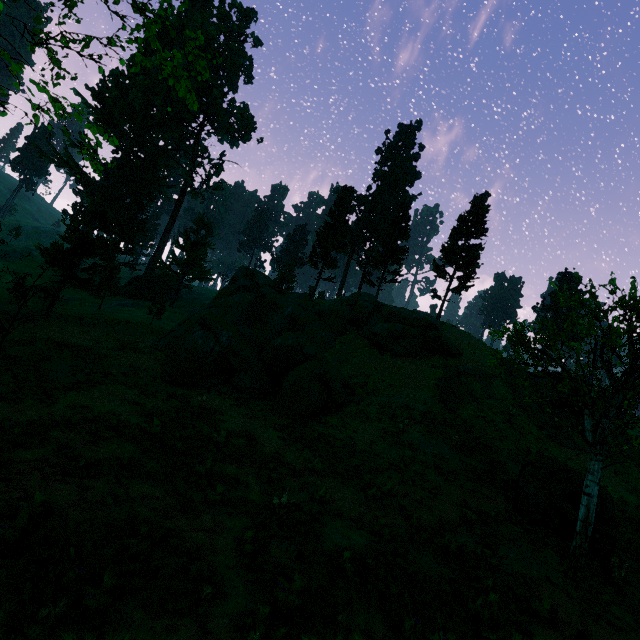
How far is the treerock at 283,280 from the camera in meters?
52.3

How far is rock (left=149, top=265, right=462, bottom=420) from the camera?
20.5m

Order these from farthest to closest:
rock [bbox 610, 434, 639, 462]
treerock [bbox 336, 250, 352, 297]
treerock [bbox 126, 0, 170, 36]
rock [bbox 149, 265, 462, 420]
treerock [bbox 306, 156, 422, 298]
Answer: treerock [bbox 336, 250, 352, 297] → treerock [bbox 306, 156, 422, 298] → rock [bbox 610, 434, 639, 462] → rock [bbox 149, 265, 462, 420] → treerock [bbox 126, 0, 170, 36]

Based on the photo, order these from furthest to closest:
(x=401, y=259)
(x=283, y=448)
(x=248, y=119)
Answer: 1. (x=248, y=119)
2. (x=401, y=259)
3. (x=283, y=448)

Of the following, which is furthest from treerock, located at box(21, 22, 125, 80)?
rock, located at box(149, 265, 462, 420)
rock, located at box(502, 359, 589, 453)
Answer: rock, located at box(502, 359, 589, 453)

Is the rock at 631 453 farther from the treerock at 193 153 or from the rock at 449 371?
the treerock at 193 153

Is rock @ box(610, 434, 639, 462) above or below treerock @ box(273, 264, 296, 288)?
below
